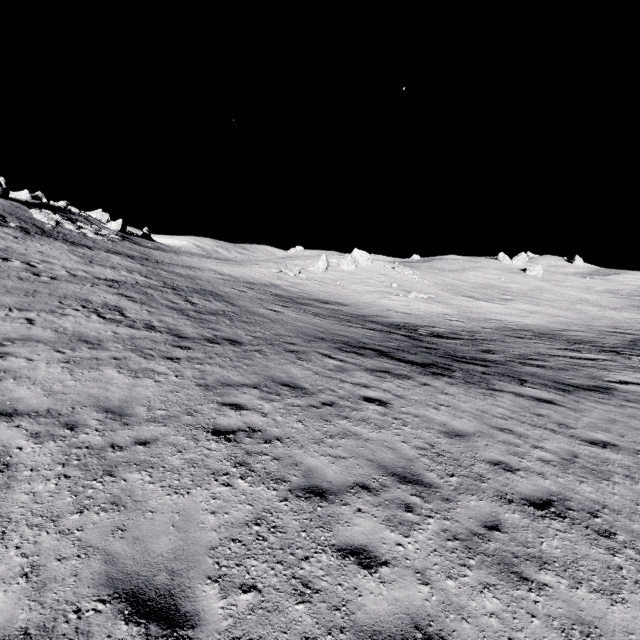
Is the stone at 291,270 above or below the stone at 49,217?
below

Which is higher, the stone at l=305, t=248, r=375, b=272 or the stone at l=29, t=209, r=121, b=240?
the stone at l=29, t=209, r=121, b=240

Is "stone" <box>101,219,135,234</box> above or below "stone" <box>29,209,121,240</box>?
above

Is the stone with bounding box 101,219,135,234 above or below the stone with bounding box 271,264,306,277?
above

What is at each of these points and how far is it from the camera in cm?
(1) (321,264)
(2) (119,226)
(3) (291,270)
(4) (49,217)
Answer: (1) stone, 4466
(2) stone, 4844
(3) stone, 4141
(4) stone, 3531

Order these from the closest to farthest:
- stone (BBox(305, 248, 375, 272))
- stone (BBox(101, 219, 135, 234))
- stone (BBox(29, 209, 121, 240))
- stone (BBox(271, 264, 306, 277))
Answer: stone (BBox(29, 209, 121, 240))
stone (BBox(271, 264, 306, 277))
stone (BBox(305, 248, 375, 272))
stone (BBox(101, 219, 135, 234))

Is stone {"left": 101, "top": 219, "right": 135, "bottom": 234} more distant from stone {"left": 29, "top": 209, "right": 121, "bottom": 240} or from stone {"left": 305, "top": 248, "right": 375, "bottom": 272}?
stone {"left": 305, "top": 248, "right": 375, "bottom": 272}

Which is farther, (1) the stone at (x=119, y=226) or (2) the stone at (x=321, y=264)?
(1) the stone at (x=119, y=226)
